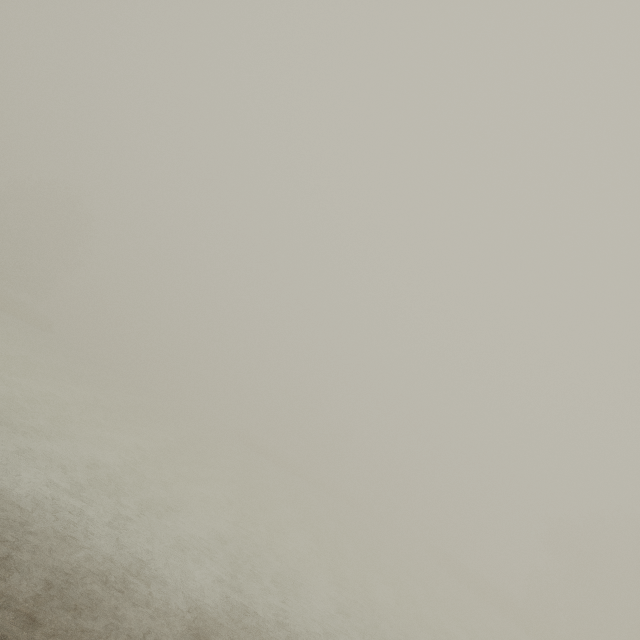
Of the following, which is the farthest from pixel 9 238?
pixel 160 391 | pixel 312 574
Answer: pixel 312 574
